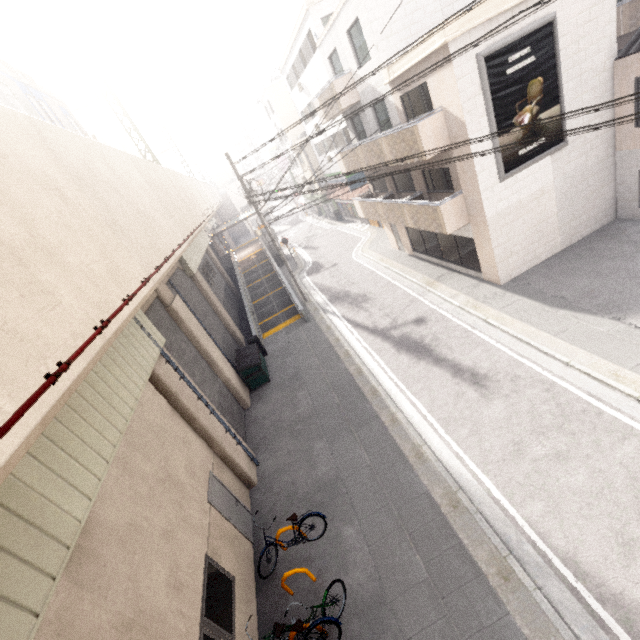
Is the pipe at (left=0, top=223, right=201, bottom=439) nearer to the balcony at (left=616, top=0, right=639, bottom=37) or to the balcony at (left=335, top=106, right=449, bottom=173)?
the balcony at (left=335, top=106, right=449, bottom=173)

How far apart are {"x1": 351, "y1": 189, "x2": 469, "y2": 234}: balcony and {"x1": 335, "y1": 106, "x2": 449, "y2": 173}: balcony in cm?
158

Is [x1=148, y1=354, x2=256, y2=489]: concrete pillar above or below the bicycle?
below

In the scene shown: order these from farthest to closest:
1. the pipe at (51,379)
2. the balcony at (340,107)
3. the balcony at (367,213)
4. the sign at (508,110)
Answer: the balcony at (340,107), the balcony at (367,213), the sign at (508,110), the pipe at (51,379)

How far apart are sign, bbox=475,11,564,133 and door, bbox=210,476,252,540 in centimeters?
1341cm

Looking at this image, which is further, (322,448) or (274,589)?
(322,448)

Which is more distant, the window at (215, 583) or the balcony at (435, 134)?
the balcony at (435, 134)

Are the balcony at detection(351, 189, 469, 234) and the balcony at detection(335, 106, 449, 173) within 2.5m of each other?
yes
